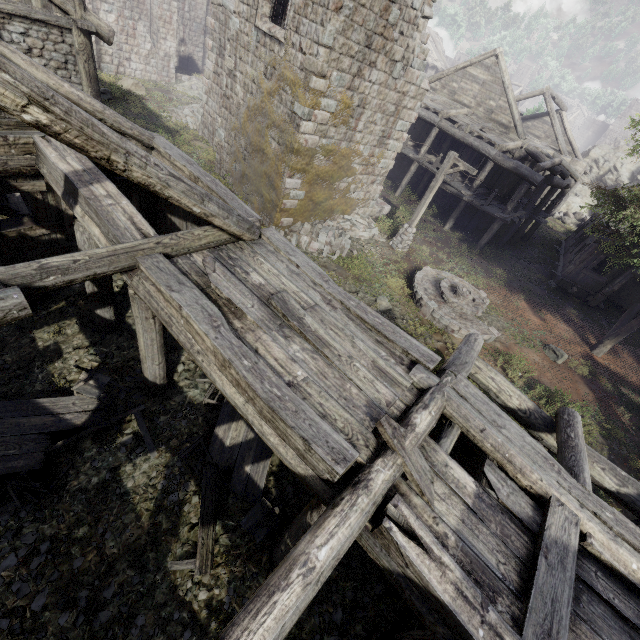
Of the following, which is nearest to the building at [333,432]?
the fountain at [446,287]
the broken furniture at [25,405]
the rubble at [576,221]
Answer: the broken furniture at [25,405]

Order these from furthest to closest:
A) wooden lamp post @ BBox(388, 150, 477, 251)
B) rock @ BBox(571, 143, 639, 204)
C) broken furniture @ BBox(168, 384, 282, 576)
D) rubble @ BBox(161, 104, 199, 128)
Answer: rock @ BBox(571, 143, 639, 204) < rubble @ BBox(161, 104, 199, 128) < wooden lamp post @ BBox(388, 150, 477, 251) < broken furniture @ BBox(168, 384, 282, 576)

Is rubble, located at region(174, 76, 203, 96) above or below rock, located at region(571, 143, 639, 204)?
below

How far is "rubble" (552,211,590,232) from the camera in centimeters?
2977cm

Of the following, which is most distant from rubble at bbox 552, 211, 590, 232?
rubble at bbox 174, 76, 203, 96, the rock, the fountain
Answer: rubble at bbox 174, 76, 203, 96

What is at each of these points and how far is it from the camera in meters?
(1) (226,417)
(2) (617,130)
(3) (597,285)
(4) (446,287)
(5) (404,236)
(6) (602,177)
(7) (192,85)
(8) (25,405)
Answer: (1) broken furniture, 7.6
(2) building, 59.4
(3) building, 18.3
(4) fountain, 13.4
(5) wooden lamp post, 15.9
(6) rock, 33.2
(7) rubble, 25.8
(8) broken furniture, 6.9

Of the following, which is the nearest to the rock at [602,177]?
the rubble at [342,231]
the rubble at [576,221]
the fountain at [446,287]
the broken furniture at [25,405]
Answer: the rubble at [576,221]

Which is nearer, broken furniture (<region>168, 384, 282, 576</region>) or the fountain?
broken furniture (<region>168, 384, 282, 576</region>)
